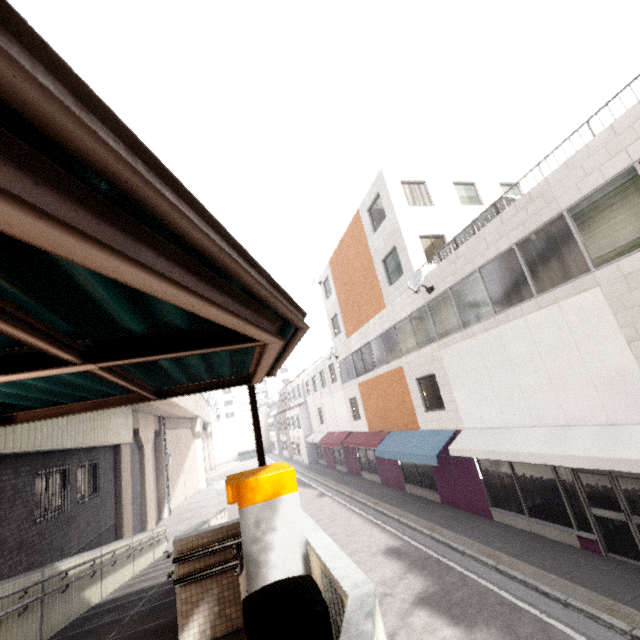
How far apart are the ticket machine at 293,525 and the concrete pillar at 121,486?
14.07m

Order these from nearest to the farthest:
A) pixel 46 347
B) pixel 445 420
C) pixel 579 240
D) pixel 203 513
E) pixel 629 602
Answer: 1. pixel 46 347
2. pixel 629 602
3. pixel 579 240
4. pixel 445 420
5. pixel 203 513

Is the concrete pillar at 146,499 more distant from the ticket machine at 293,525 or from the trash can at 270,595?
the trash can at 270,595

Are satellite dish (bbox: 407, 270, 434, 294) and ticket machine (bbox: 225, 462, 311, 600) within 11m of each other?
yes

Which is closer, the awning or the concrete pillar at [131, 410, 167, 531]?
the awning

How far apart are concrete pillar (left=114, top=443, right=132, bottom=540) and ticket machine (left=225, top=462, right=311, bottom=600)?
14.1 meters

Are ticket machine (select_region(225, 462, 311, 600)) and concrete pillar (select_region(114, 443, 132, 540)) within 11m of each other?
no

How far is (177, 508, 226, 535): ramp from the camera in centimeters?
503cm
